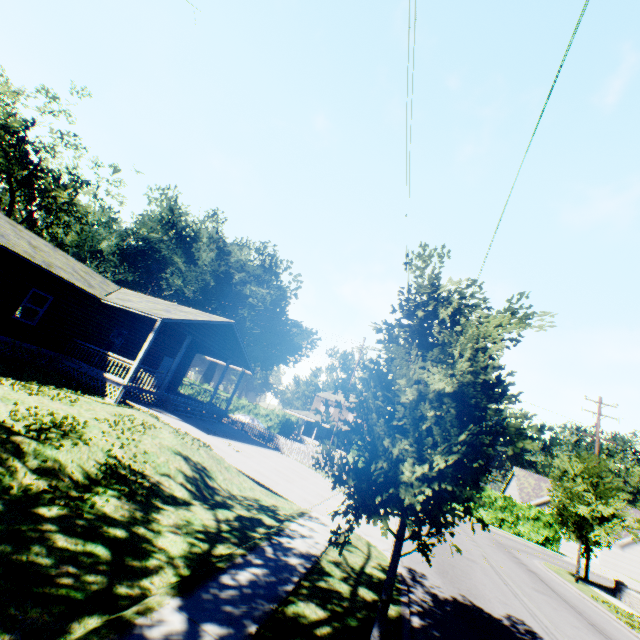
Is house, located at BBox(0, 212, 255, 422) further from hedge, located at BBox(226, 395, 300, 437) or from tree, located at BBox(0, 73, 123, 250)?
tree, located at BBox(0, 73, 123, 250)

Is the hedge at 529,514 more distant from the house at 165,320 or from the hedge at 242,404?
the house at 165,320

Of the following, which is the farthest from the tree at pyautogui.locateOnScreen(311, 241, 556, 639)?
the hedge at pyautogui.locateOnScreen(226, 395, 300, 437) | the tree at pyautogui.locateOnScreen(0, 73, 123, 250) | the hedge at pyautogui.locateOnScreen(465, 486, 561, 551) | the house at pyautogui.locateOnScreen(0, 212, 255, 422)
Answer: the tree at pyautogui.locateOnScreen(0, 73, 123, 250)

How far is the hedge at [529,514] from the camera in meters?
32.1

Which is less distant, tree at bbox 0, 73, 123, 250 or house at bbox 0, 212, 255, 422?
house at bbox 0, 212, 255, 422

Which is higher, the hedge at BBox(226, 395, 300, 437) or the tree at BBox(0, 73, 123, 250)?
the tree at BBox(0, 73, 123, 250)

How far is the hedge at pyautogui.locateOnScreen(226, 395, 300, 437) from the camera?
42.19m

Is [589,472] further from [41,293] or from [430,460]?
[41,293]
